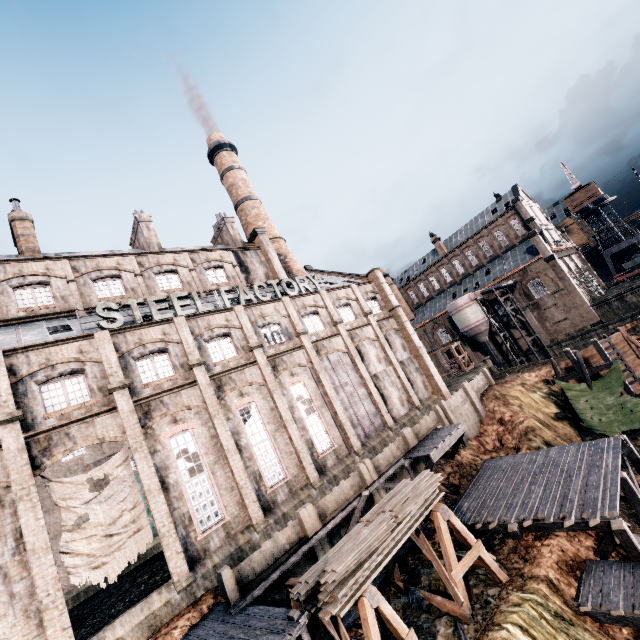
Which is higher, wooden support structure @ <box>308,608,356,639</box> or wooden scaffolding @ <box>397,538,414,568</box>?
wooden support structure @ <box>308,608,356,639</box>

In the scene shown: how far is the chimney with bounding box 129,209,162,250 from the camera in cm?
3136

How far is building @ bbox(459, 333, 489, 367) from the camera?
57.9m

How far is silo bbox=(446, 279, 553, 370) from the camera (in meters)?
49.72

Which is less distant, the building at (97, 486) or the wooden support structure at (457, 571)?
the wooden support structure at (457, 571)

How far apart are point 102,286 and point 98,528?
17.14m

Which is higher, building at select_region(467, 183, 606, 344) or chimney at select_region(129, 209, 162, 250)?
chimney at select_region(129, 209, 162, 250)

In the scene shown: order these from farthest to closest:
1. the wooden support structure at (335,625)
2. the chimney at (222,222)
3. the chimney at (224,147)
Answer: the chimney at (224,147), the chimney at (222,222), the wooden support structure at (335,625)
